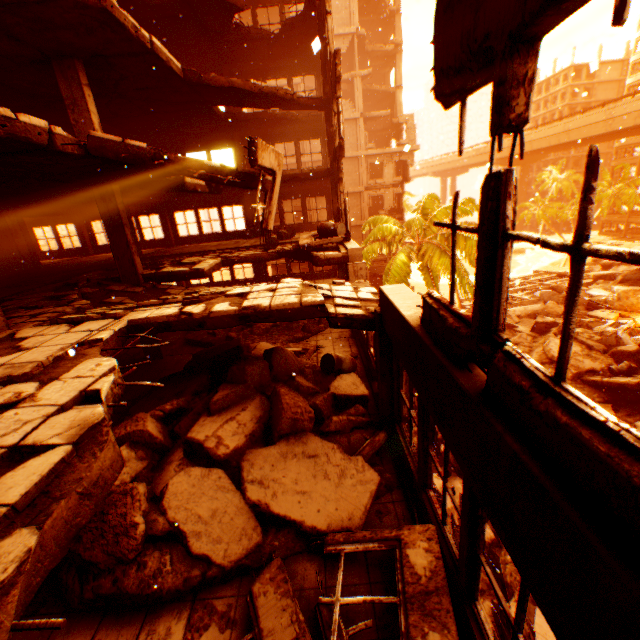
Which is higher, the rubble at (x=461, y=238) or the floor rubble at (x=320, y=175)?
the floor rubble at (x=320, y=175)

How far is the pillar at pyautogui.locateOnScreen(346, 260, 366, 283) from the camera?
10.3 meters

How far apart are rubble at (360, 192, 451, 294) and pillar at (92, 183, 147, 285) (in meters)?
12.72

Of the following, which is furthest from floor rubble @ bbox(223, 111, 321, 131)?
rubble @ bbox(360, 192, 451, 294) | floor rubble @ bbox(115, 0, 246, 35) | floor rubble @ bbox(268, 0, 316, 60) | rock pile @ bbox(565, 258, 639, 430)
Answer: rock pile @ bbox(565, 258, 639, 430)

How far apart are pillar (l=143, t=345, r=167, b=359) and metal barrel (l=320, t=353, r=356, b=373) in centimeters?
611cm

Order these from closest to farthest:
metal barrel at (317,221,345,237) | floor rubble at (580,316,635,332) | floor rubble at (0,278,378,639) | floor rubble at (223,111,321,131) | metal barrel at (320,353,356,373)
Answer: floor rubble at (0,278,378,639), metal barrel at (320,353,356,373), metal barrel at (317,221,345,237), floor rubble at (223,111,321,131), floor rubble at (580,316,635,332)

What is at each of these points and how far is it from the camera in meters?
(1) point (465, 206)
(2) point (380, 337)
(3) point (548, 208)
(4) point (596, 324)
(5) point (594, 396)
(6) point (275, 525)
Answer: (1) rubble, 25.2
(2) pillar, 5.7
(3) rubble, 56.3
(4) floor rubble, 23.0
(5) rock pile, 16.6
(6) rock pile, 4.6

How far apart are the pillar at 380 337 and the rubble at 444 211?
11.95m
